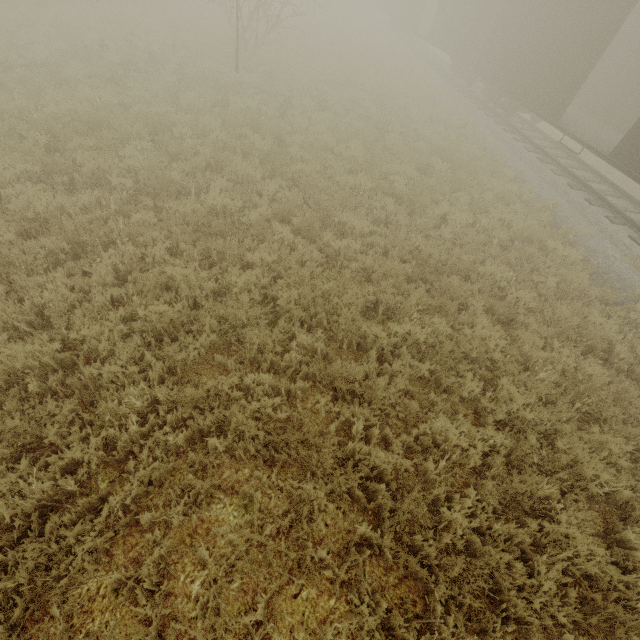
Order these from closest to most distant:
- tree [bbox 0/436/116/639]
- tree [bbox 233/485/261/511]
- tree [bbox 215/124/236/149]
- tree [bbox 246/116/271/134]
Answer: tree [bbox 0/436/116/639]
tree [bbox 233/485/261/511]
tree [bbox 215/124/236/149]
tree [bbox 246/116/271/134]

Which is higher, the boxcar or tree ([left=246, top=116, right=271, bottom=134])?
the boxcar

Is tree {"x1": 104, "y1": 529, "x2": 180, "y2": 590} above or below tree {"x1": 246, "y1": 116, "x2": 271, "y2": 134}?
below

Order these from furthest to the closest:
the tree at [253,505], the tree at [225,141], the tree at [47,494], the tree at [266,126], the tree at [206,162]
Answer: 1. the tree at [266,126]
2. the tree at [225,141]
3. the tree at [206,162]
4. the tree at [253,505]
5. the tree at [47,494]

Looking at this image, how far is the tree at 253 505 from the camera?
3.3 meters

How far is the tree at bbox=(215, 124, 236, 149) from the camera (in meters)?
8.70

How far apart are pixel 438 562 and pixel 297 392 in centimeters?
230cm
